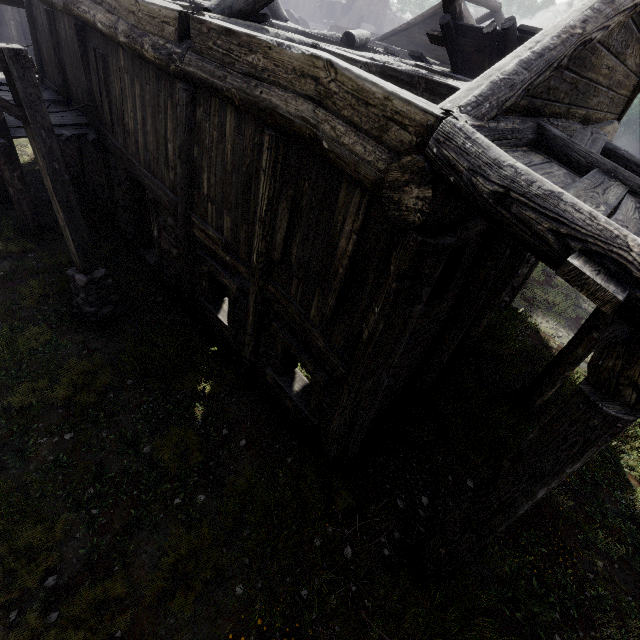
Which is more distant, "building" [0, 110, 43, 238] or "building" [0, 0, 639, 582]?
"building" [0, 110, 43, 238]

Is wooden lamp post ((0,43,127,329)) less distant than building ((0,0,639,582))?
No

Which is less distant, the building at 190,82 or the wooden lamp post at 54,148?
the building at 190,82

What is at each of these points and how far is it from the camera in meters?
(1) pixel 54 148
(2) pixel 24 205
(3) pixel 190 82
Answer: (1) wooden lamp post, 5.1
(2) building, 8.4
(3) building, 4.9

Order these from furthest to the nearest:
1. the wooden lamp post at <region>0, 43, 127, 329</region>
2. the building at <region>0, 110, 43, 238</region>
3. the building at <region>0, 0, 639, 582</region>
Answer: the building at <region>0, 110, 43, 238</region> → the wooden lamp post at <region>0, 43, 127, 329</region> → the building at <region>0, 0, 639, 582</region>

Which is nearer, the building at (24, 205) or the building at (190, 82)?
the building at (190, 82)
